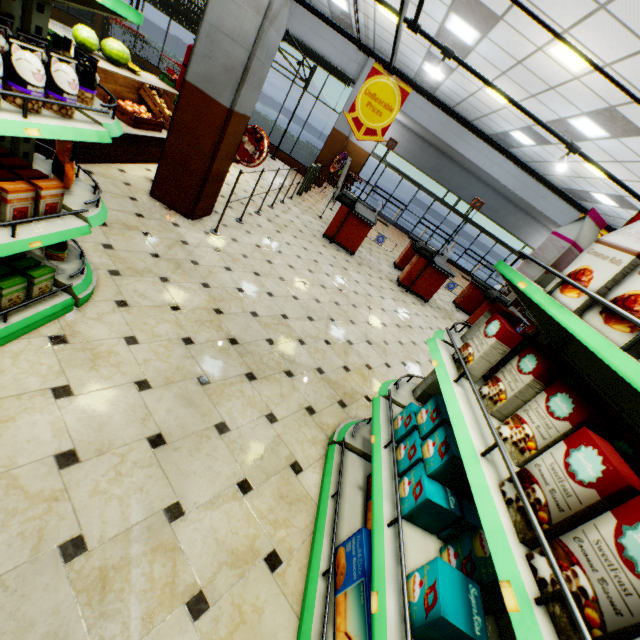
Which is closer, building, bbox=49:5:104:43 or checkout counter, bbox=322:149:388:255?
checkout counter, bbox=322:149:388:255

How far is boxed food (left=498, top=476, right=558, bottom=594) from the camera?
0.85m

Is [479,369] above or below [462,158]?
below

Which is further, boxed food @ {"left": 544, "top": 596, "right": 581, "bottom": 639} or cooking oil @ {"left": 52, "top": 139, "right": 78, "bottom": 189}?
cooking oil @ {"left": 52, "top": 139, "right": 78, "bottom": 189}

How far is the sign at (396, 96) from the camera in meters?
3.9 m

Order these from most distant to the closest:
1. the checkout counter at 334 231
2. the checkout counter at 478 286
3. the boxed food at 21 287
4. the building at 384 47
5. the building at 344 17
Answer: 1. the building at 344 17
2. the building at 384 47
3. the checkout counter at 478 286
4. the checkout counter at 334 231
5. the boxed food at 21 287

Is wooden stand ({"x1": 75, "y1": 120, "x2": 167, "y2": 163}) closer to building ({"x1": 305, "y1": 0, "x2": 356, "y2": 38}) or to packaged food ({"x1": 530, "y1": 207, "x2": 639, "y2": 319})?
building ({"x1": 305, "y1": 0, "x2": 356, "y2": 38})

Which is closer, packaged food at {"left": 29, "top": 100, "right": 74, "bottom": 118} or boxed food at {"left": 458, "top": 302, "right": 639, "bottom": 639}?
boxed food at {"left": 458, "top": 302, "right": 639, "bottom": 639}
